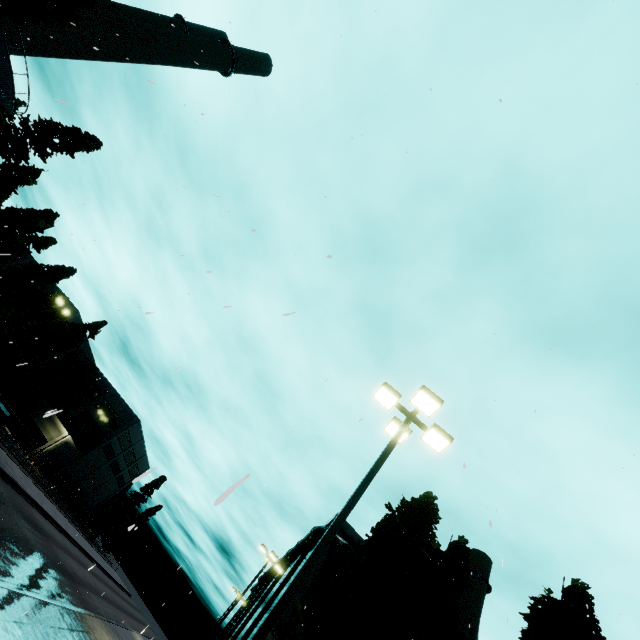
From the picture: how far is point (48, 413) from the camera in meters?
50.4

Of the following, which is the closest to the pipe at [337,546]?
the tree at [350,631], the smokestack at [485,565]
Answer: the tree at [350,631]

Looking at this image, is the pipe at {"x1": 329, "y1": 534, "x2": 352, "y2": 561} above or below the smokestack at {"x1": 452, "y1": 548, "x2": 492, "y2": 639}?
below

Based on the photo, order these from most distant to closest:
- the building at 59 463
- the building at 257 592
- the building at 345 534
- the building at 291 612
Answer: the building at 59 463
the building at 257 592
the building at 345 534
the building at 291 612

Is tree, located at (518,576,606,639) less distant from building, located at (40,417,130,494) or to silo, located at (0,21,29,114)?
silo, located at (0,21,29,114)

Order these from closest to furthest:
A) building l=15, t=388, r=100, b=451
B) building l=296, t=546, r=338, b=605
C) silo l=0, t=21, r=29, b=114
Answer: building l=296, t=546, r=338, b=605, silo l=0, t=21, r=29, b=114, building l=15, t=388, r=100, b=451

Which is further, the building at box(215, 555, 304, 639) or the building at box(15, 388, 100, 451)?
the building at box(15, 388, 100, 451)

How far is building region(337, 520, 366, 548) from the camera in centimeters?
2678cm
